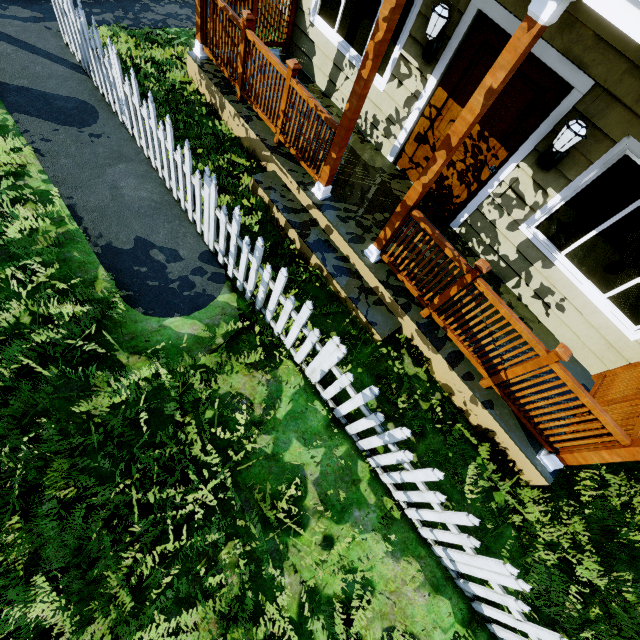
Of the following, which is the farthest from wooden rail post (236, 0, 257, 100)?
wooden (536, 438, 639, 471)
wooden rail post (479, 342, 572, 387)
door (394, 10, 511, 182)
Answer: wooden (536, 438, 639, 471)

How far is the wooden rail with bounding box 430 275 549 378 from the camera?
3.23m

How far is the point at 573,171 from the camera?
3.8m

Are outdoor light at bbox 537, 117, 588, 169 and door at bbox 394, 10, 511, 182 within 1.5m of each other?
yes

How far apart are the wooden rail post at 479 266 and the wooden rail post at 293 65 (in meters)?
3.21

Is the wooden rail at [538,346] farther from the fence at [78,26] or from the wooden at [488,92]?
the fence at [78,26]

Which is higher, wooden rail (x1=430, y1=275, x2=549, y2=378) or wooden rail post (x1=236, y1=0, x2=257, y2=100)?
wooden rail post (x1=236, y1=0, x2=257, y2=100)

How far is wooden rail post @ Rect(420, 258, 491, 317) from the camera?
3.2m
